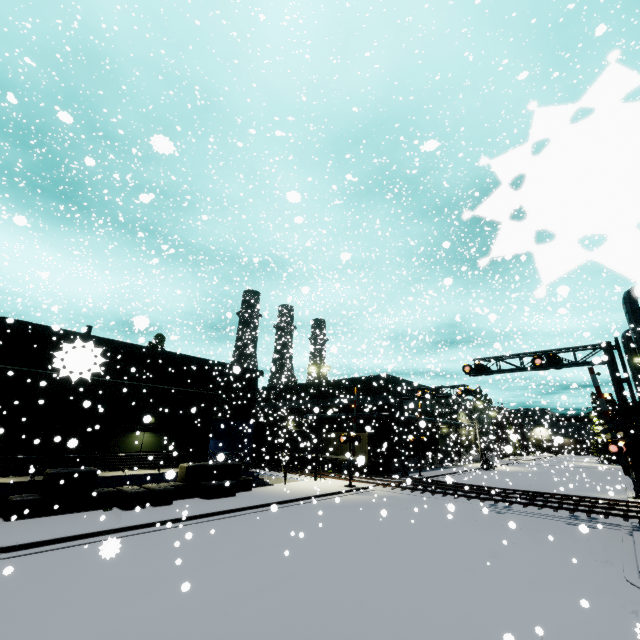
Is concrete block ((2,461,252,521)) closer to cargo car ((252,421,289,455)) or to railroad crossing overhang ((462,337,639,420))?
railroad crossing overhang ((462,337,639,420))

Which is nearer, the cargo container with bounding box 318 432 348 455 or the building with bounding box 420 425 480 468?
the cargo container with bounding box 318 432 348 455

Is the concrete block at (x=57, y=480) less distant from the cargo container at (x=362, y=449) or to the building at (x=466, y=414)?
the building at (x=466, y=414)

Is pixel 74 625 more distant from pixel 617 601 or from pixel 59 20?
pixel 59 20

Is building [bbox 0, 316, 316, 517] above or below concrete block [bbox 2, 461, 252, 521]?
above

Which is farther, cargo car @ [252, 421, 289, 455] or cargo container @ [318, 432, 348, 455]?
cargo car @ [252, 421, 289, 455]

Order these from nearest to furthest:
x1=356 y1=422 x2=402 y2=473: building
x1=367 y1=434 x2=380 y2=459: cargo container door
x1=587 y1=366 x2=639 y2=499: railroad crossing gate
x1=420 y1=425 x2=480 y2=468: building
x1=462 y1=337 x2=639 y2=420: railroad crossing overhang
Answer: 1. x1=587 y1=366 x2=639 y2=499: railroad crossing gate
2. x1=462 y1=337 x2=639 y2=420: railroad crossing overhang
3. x1=367 y1=434 x2=380 y2=459: cargo container door
4. x1=356 y1=422 x2=402 y2=473: building
5. x1=420 y1=425 x2=480 y2=468: building

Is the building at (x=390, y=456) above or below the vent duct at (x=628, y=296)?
below
